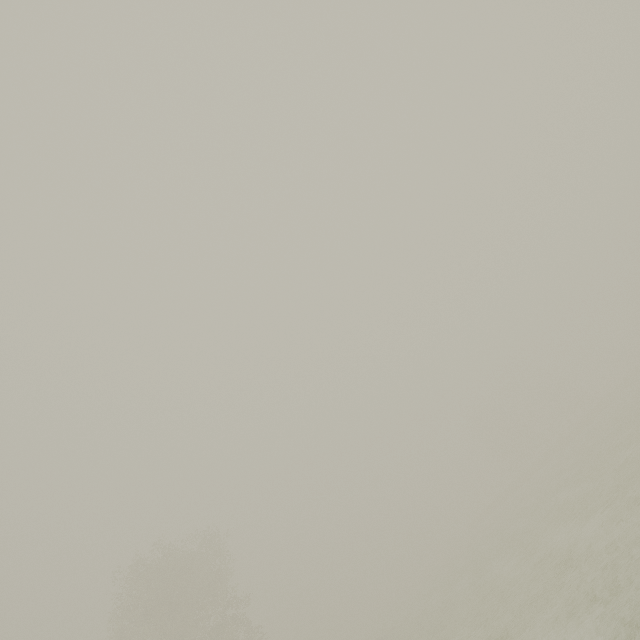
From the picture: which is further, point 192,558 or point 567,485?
point 192,558
